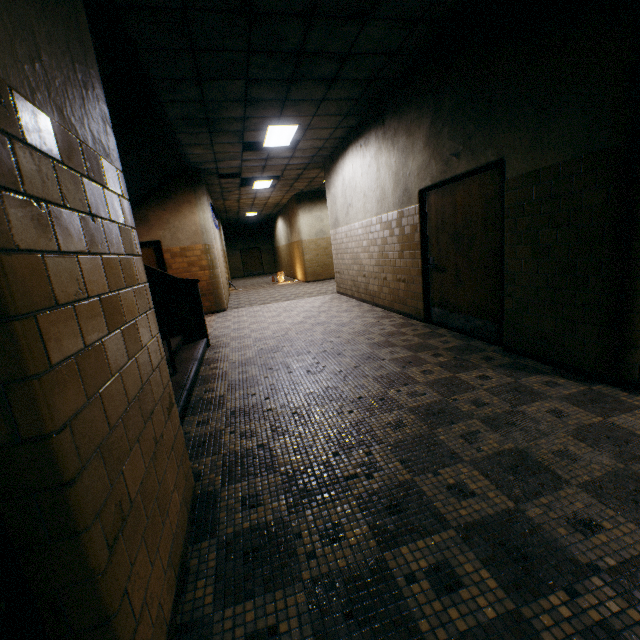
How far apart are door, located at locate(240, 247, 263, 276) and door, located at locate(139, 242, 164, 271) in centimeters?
1698cm

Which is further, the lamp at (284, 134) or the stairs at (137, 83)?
the lamp at (284, 134)

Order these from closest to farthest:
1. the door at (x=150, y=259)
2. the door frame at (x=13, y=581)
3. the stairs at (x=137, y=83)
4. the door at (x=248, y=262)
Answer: the door frame at (x=13, y=581) < the stairs at (x=137, y=83) < the door at (x=150, y=259) < the door at (x=248, y=262)

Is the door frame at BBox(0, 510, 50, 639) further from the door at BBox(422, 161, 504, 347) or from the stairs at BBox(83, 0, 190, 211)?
the door at BBox(422, 161, 504, 347)

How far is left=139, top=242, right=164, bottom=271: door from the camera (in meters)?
8.80

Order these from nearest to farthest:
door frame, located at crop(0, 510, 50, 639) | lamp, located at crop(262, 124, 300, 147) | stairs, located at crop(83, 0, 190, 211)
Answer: door frame, located at crop(0, 510, 50, 639), stairs, located at crop(83, 0, 190, 211), lamp, located at crop(262, 124, 300, 147)

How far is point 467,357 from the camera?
3.9m

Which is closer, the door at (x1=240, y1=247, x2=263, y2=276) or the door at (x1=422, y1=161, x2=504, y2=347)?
the door at (x1=422, y1=161, x2=504, y2=347)
